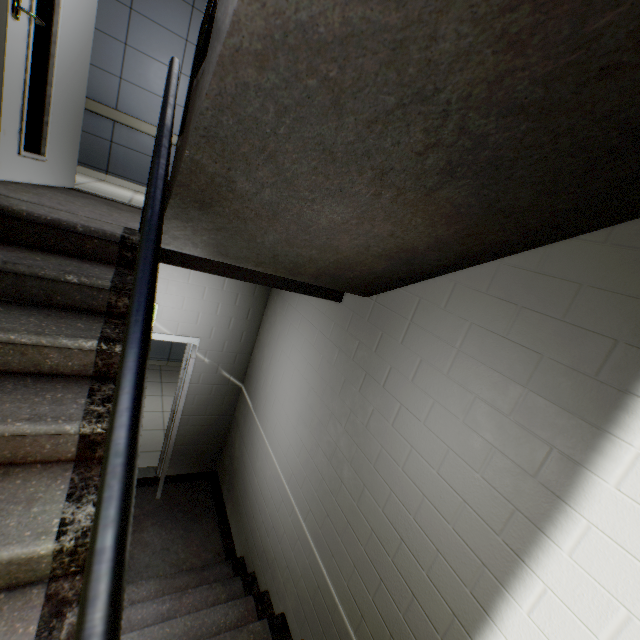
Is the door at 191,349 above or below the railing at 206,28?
below

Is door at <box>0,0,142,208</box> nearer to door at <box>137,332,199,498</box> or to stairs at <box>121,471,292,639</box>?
stairs at <box>121,471,292,639</box>

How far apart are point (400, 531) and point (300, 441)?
1.30m

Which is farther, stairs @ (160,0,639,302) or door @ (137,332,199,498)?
door @ (137,332,199,498)

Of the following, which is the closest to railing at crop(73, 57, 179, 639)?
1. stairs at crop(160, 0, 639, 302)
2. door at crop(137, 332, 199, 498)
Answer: stairs at crop(160, 0, 639, 302)

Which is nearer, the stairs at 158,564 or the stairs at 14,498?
the stairs at 14,498

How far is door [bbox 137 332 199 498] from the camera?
3.76m
